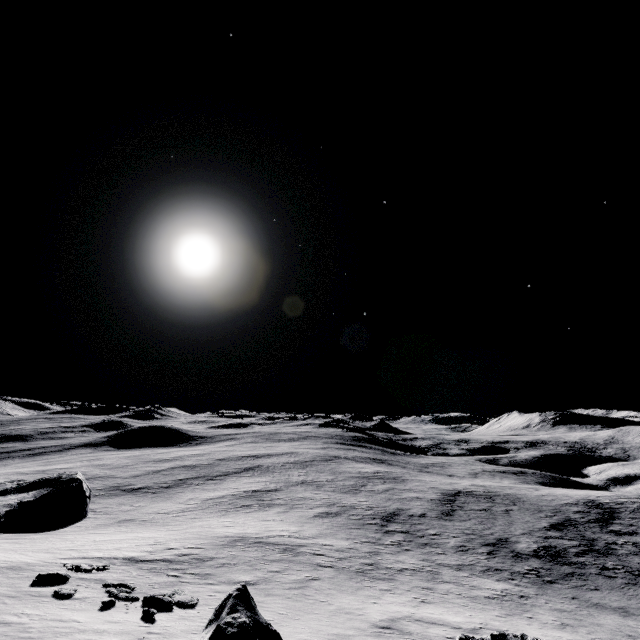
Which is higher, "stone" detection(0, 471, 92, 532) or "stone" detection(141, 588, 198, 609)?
"stone" detection(141, 588, 198, 609)

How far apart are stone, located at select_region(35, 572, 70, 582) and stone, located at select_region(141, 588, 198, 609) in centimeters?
429cm

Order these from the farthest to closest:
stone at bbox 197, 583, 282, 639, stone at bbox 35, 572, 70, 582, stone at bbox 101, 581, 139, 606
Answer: stone at bbox 35, 572, 70, 582 < stone at bbox 101, 581, 139, 606 < stone at bbox 197, 583, 282, 639

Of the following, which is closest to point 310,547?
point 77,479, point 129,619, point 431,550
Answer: point 431,550

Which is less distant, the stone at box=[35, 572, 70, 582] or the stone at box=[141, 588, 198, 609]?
the stone at box=[141, 588, 198, 609]

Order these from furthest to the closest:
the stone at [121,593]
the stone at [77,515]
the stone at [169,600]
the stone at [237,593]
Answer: the stone at [77,515] → the stone at [169,600] → the stone at [121,593] → the stone at [237,593]

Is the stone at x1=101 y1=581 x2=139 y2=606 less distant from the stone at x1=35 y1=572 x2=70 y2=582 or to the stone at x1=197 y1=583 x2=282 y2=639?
the stone at x1=35 y1=572 x2=70 y2=582

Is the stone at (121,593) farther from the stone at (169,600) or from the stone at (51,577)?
the stone at (51,577)
